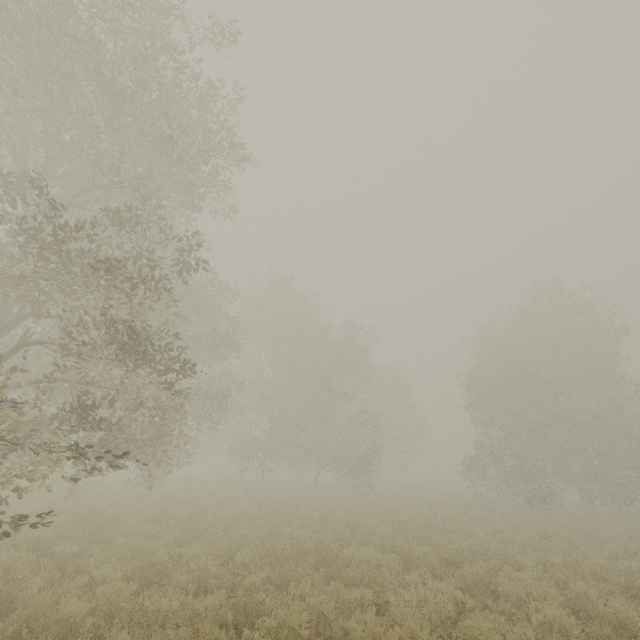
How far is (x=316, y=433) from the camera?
28.4m
